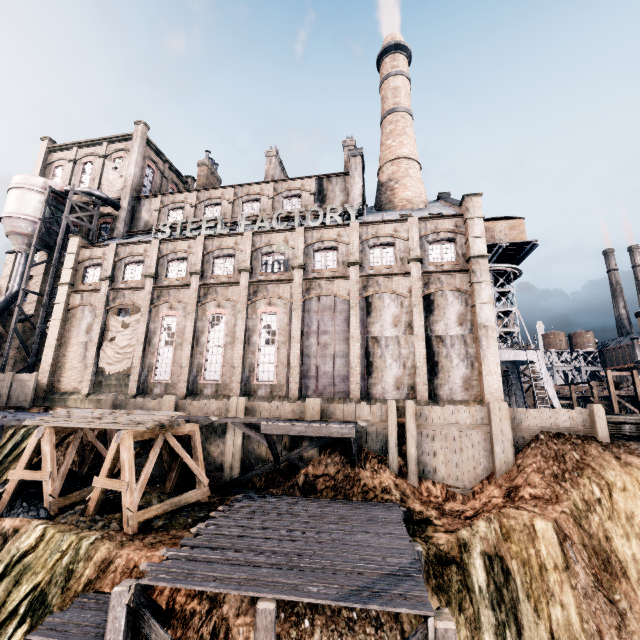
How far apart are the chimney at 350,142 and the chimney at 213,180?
16.8 meters

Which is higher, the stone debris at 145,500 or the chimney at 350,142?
the chimney at 350,142

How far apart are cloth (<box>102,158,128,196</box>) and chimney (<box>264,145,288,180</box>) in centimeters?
1616cm

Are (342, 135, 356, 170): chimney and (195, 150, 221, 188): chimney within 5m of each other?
no

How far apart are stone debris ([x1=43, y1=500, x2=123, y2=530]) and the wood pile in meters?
3.5

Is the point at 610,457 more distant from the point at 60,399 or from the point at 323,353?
the point at 60,399

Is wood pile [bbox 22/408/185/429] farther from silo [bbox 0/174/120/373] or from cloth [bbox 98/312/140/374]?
silo [bbox 0/174/120/373]

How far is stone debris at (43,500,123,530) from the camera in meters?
13.5
